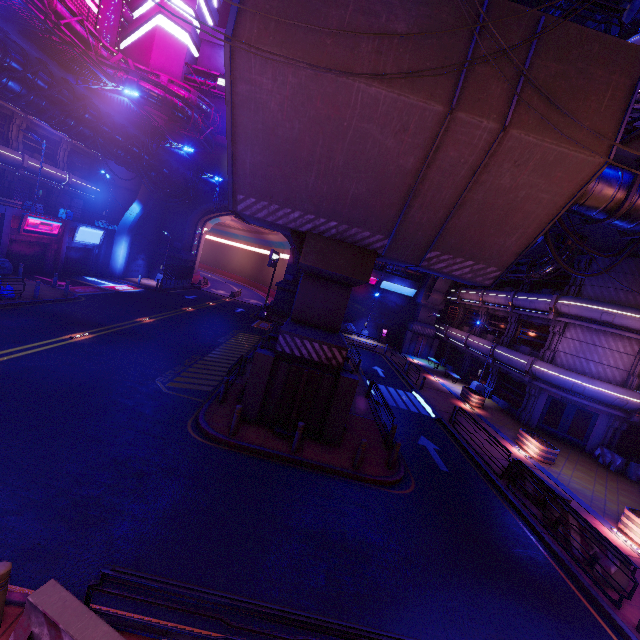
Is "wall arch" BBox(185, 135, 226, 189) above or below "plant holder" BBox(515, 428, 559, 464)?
above

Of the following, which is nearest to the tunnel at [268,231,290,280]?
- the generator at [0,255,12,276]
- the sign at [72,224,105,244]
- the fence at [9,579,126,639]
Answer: the sign at [72,224,105,244]

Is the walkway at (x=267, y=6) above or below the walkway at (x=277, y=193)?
above

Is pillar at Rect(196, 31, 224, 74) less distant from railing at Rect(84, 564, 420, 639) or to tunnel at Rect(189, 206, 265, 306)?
tunnel at Rect(189, 206, 265, 306)

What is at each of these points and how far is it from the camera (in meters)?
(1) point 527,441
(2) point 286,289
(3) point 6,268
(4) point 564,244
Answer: (1) plant holder, 17.58
(2) wall arch, 40.16
(3) generator, 21.73
(4) pipe, 19.30

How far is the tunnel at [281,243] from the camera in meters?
42.6

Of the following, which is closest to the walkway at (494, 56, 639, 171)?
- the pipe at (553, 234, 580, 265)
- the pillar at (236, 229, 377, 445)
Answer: the pillar at (236, 229, 377, 445)

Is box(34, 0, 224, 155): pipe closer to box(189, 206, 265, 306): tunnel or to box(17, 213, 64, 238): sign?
box(189, 206, 265, 306): tunnel
